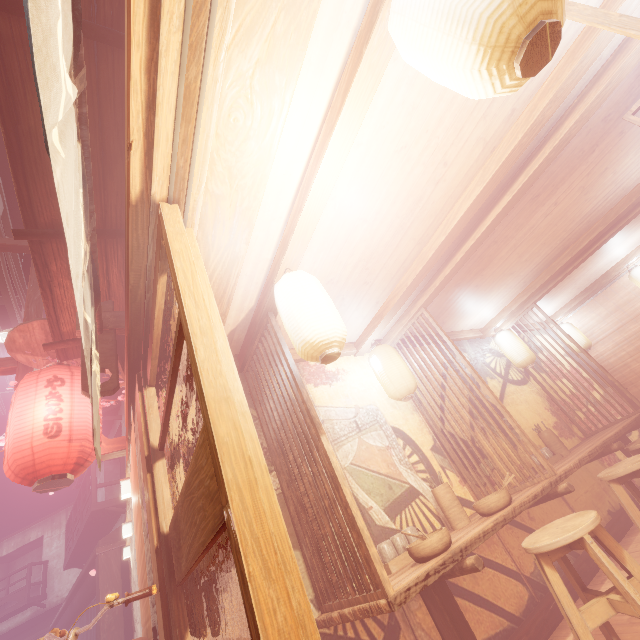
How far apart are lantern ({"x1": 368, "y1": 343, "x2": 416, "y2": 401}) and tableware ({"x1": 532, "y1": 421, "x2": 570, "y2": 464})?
3.4m

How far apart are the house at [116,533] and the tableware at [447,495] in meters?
15.7 m

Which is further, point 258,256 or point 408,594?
point 258,256

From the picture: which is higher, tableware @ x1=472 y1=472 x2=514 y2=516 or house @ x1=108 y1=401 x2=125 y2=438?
house @ x1=108 y1=401 x2=125 y2=438

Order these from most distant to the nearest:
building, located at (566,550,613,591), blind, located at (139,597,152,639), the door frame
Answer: building, located at (566,550,613,591), blind, located at (139,597,152,639), the door frame

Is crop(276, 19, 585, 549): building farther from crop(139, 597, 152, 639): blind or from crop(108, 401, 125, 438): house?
crop(108, 401, 125, 438): house

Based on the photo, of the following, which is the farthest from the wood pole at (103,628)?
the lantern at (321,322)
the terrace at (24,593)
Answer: the terrace at (24,593)

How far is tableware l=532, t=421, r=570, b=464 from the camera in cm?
664
